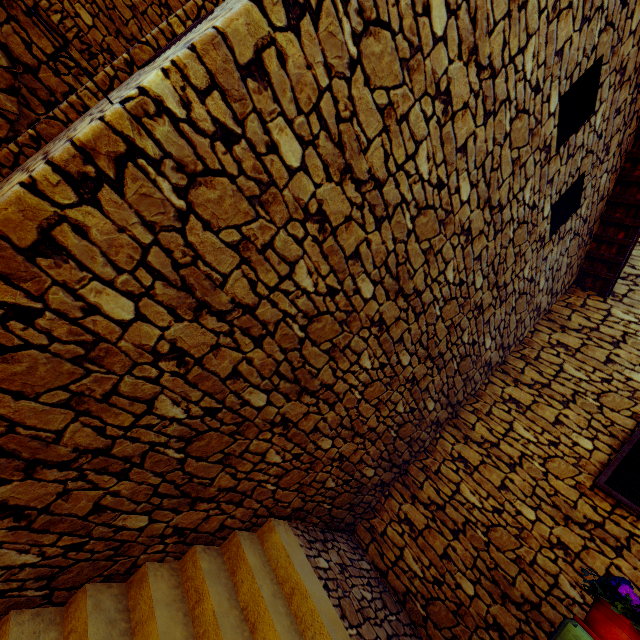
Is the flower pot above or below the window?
below

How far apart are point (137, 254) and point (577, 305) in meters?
6.6 m

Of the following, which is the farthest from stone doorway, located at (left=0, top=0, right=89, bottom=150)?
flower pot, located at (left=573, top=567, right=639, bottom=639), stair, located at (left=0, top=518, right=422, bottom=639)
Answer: flower pot, located at (left=573, top=567, right=639, bottom=639)

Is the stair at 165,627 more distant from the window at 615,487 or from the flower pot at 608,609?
the window at 615,487

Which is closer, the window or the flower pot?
the flower pot

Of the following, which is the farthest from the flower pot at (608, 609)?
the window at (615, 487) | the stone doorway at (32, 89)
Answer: the stone doorway at (32, 89)

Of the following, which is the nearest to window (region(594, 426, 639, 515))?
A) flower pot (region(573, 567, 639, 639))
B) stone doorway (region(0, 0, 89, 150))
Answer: flower pot (region(573, 567, 639, 639))

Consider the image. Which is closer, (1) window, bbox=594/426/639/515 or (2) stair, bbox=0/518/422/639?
(2) stair, bbox=0/518/422/639
